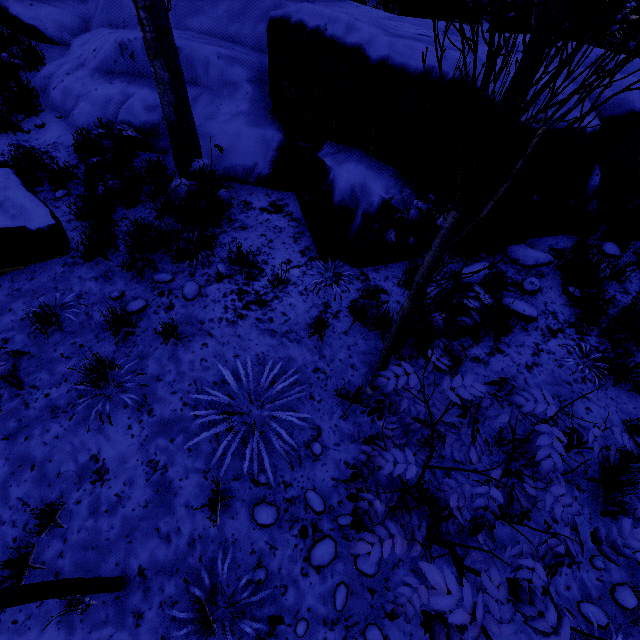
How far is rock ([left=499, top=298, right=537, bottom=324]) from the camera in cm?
393

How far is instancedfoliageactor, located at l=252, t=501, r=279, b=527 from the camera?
2.7m

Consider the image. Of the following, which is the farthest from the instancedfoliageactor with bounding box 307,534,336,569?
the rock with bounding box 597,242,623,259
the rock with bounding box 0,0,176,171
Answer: the rock with bounding box 597,242,623,259

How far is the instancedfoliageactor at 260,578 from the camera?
2.44m

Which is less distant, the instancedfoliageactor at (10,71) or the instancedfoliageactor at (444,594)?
the instancedfoliageactor at (444,594)

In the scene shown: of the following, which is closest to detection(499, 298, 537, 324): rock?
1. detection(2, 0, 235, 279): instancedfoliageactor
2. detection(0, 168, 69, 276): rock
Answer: detection(2, 0, 235, 279): instancedfoliageactor

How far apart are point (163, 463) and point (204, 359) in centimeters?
105cm
